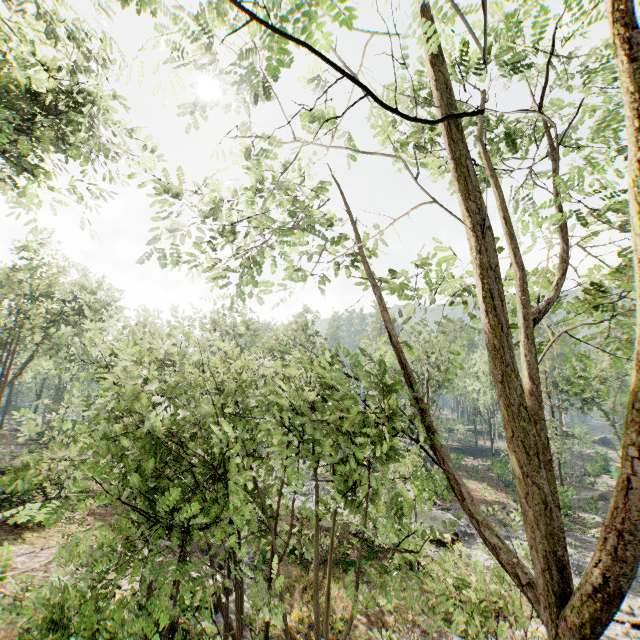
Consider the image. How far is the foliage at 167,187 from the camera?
7.8 meters

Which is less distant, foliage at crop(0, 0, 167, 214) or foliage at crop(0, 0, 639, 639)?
foliage at crop(0, 0, 639, 639)

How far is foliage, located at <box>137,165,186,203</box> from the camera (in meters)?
7.78

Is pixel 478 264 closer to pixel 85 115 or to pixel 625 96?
pixel 625 96

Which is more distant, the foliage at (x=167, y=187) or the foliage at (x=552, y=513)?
the foliage at (x=167, y=187)

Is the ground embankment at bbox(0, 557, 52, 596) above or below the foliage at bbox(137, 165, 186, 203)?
below

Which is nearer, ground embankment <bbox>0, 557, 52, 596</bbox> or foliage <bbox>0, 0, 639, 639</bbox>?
foliage <bbox>0, 0, 639, 639</bbox>
